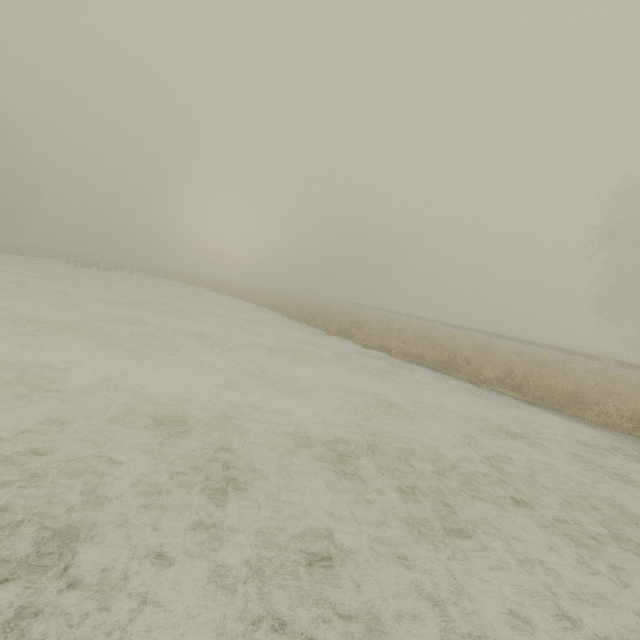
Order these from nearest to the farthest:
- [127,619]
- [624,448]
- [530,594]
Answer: [127,619] → [530,594] → [624,448]
